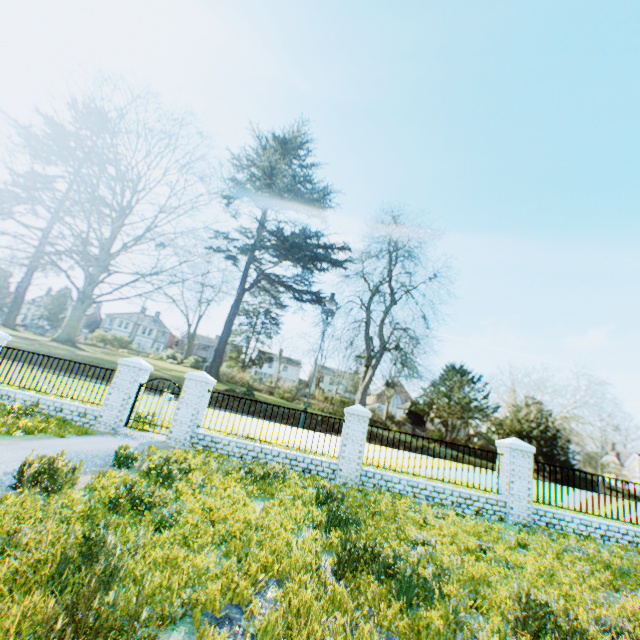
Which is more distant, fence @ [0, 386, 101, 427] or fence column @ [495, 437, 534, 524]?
fence @ [0, 386, 101, 427]

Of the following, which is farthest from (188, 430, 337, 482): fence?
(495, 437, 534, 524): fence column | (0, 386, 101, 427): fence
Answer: (495, 437, 534, 524): fence column

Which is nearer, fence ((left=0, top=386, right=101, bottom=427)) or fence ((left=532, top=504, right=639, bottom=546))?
fence ((left=532, top=504, right=639, bottom=546))

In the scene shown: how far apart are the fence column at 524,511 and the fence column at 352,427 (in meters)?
4.57

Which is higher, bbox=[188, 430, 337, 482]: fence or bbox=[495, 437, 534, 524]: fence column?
bbox=[495, 437, 534, 524]: fence column

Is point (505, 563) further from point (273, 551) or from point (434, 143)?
point (434, 143)

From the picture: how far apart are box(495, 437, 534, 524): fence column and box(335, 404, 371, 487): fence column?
4.6m

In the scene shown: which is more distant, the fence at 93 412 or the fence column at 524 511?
A: the fence at 93 412
